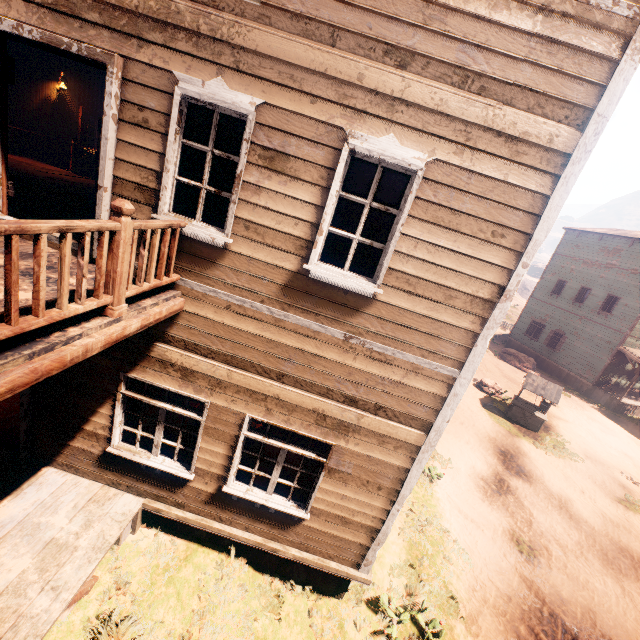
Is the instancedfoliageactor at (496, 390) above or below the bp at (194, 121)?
below

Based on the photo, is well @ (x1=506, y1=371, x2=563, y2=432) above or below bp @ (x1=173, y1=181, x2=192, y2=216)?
below

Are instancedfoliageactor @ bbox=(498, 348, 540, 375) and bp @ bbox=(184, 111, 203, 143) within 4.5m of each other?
no

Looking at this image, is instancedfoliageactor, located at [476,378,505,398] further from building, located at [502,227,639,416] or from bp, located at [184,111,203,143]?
bp, located at [184,111,203,143]

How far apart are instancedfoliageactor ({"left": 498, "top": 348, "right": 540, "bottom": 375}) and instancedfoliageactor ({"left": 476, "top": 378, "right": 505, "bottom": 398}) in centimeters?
742cm

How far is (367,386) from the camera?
4.5m

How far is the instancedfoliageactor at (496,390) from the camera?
17.5m

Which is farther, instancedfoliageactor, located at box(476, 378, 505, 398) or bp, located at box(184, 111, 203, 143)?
instancedfoliageactor, located at box(476, 378, 505, 398)
